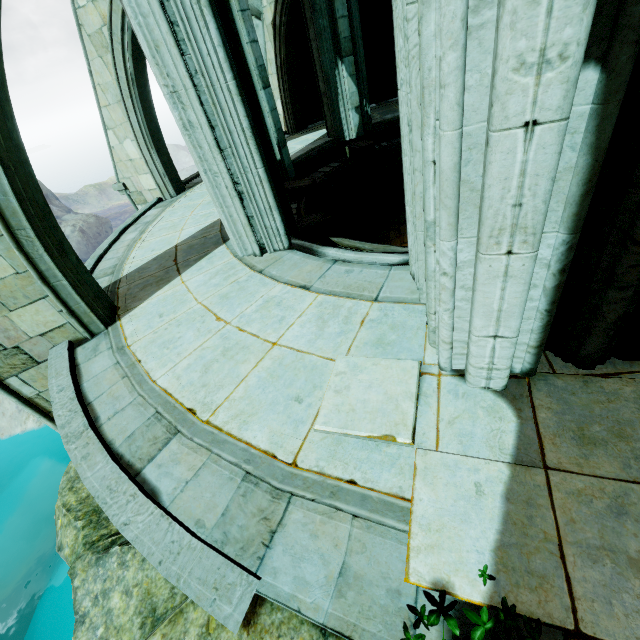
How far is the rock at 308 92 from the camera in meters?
11.0 m

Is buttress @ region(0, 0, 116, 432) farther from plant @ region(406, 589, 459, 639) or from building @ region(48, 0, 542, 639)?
plant @ region(406, 589, 459, 639)

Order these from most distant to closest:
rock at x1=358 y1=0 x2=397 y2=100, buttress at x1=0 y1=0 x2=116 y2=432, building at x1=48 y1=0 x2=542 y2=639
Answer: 1. rock at x1=358 y1=0 x2=397 y2=100
2. buttress at x1=0 y1=0 x2=116 y2=432
3. building at x1=48 y1=0 x2=542 y2=639

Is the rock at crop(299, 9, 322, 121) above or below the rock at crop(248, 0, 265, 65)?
below

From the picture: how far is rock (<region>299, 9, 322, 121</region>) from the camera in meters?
11.0

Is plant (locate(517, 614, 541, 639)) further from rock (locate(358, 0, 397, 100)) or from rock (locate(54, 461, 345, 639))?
rock (locate(358, 0, 397, 100))

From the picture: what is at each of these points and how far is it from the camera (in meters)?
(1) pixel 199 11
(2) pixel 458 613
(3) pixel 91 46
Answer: (1) building, 3.38
(2) building, 1.68
(3) buttress, 7.13

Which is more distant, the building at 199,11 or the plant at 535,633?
the building at 199,11
